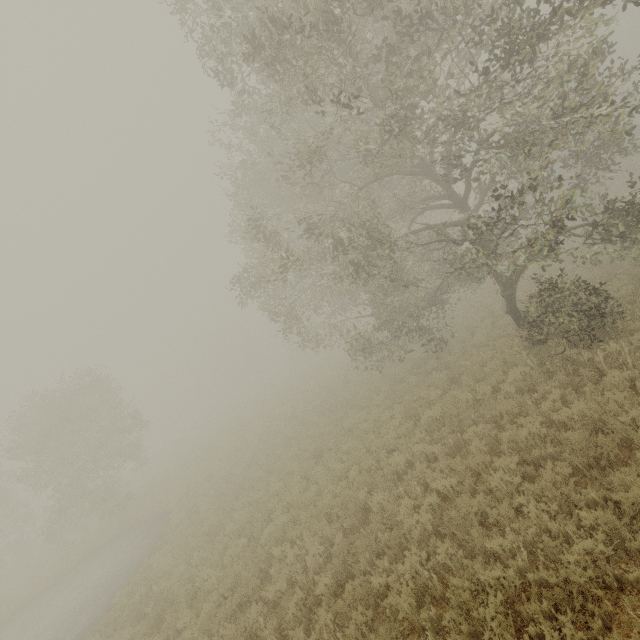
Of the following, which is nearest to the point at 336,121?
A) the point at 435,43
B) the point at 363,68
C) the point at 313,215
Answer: the point at 363,68
